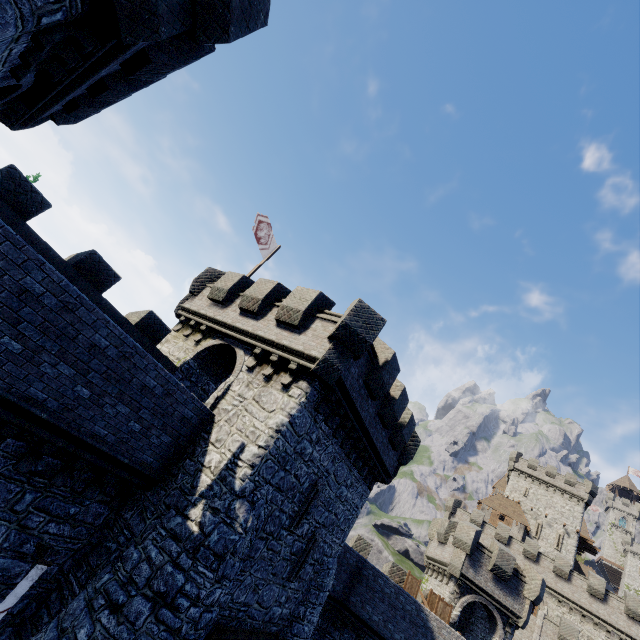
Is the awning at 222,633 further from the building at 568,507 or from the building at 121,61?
the building at 568,507

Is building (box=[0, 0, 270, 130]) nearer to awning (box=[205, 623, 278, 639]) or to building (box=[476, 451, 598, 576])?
awning (box=[205, 623, 278, 639])

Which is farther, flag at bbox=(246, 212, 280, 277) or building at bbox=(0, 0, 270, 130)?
flag at bbox=(246, 212, 280, 277)

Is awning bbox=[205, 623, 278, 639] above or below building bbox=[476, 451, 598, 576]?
below

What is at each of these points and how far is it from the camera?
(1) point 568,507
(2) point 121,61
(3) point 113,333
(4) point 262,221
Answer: (1) building, 49.0m
(2) building, 7.2m
(3) building, 8.4m
(4) flag, 18.3m

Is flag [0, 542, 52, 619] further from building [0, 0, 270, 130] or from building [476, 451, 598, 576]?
building [476, 451, 598, 576]

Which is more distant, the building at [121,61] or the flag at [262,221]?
the flag at [262,221]
